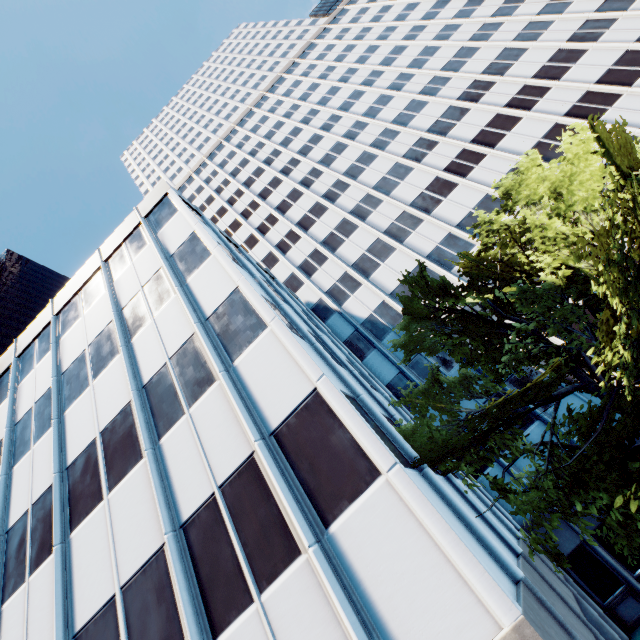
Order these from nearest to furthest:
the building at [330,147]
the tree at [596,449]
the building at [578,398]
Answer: the building at [330,147], the tree at [596,449], the building at [578,398]

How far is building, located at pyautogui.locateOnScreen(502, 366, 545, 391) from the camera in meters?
19.9 m

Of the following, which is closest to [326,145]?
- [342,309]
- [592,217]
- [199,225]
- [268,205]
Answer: [268,205]

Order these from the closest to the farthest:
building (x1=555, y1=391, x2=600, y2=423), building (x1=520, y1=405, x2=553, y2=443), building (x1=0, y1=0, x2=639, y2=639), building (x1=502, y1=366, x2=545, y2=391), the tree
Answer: building (x1=0, y1=0, x2=639, y2=639) < the tree < building (x1=555, y1=391, x2=600, y2=423) < building (x1=520, y1=405, x2=553, y2=443) < building (x1=502, y1=366, x2=545, y2=391)

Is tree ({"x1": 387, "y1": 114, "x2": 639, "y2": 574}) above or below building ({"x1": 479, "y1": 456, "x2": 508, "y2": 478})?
below

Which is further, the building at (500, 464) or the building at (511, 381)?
the building at (511, 381)

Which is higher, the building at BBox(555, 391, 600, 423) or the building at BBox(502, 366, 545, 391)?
the building at BBox(502, 366, 545, 391)
